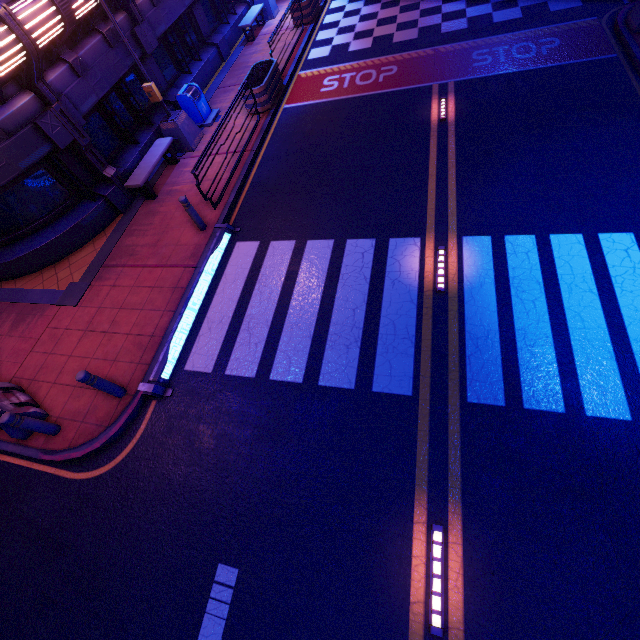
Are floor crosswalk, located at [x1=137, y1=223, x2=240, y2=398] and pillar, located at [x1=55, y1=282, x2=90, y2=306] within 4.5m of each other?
yes

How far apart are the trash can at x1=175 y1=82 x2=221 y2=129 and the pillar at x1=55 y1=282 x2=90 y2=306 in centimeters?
730cm

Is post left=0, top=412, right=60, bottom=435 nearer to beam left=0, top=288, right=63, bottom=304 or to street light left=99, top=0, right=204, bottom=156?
beam left=0, top=288, right=63, bottom=304

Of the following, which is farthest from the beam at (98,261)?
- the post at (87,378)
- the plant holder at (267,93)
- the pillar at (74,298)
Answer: the post at (87,378)

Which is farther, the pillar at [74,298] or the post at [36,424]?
the pillar at [74,298]

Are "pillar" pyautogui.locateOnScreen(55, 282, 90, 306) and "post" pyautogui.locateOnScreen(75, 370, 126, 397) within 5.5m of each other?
yes

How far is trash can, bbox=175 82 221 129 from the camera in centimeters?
1176cm

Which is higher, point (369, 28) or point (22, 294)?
point (22, 294)
